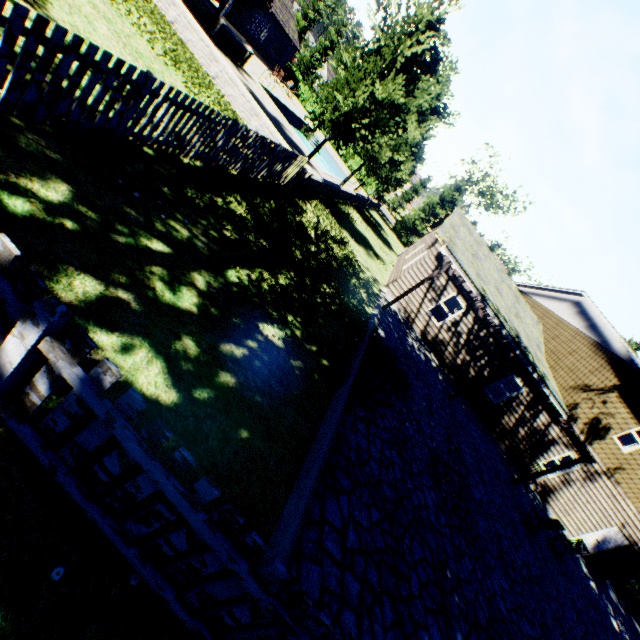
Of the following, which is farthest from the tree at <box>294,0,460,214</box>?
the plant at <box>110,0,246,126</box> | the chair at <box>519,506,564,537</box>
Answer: the chair at <box>519,506,564,537</box>

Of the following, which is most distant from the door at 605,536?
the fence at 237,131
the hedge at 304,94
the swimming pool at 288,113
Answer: the hedge at 304,94

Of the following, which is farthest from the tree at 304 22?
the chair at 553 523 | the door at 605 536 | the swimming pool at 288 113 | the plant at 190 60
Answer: the door at 605 536

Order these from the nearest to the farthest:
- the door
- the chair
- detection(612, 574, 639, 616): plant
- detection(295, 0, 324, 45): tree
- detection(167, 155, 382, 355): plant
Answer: detection(167, 155, 382, 355): plant < the chair < the door < detection(612, 574, 639, 616): plant < detection(295, 0, 324, 45): tree

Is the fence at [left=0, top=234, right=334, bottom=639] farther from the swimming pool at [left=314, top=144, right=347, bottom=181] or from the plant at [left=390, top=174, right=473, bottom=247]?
the swimming pool at [left=314, top=144, right=347, bottom=181]

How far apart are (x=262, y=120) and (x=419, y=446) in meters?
12.7

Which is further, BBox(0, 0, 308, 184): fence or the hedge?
the hedge

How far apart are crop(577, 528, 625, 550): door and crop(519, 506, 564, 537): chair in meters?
8.7
